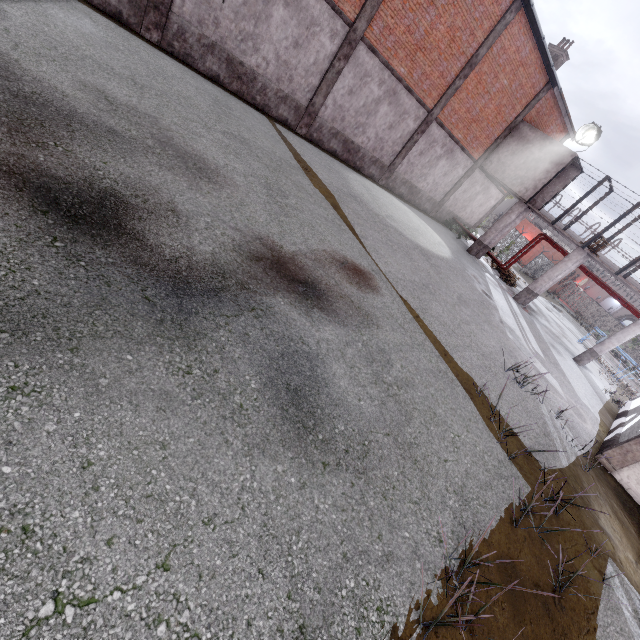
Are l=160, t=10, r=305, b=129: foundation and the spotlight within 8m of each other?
no

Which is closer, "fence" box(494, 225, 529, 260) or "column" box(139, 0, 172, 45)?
"column" box(139, 0, 172, 45)

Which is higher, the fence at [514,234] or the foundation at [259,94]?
the fence at [514,234]

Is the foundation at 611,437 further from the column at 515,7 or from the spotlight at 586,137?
the column at 515,7

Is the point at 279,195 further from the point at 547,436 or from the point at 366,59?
the point at 366,59

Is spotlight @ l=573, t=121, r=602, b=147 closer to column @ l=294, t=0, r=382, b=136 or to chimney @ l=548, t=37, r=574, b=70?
chimney @ l=548, t=37, r=574, b=70

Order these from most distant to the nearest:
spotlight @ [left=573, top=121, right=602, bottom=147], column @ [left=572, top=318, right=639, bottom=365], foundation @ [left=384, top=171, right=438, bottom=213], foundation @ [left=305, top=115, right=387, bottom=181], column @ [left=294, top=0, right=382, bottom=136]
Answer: foundation @ [left=384, top=171, right=438, bottom=213] < spotlight @ [left=573, top=121, right=602, bottom=147] < column @ [left=572, top=318, right=639, bottom=365] < foundation @ [left=305, top=115, right=387, bottom=181] < column @ [left=294, top=0, right=382, bottom=136]

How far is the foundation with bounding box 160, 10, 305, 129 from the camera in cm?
991
